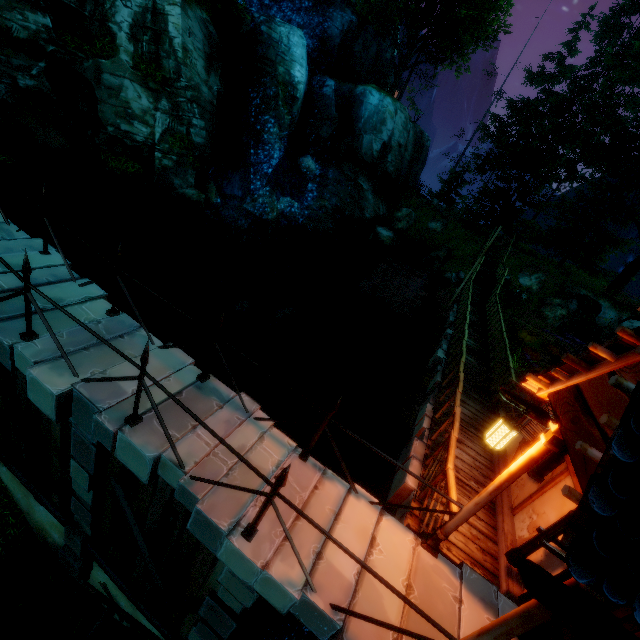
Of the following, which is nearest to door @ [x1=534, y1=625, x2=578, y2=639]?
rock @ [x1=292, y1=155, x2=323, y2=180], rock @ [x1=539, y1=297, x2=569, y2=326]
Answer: rock @ [x1=539, y1=297, x2=569, y2=326]

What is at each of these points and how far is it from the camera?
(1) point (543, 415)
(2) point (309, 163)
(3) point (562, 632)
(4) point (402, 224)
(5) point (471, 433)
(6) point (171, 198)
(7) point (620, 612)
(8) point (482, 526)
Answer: (1) gutter, 4.06m
(2) rock, 23.50m
(3) door, 3.83m
(4) rock, 28.95m
(5) wooden platform, 7.97m
(6) rock, 14.88m
(7) door, 3.41m
(8) wooden platform, 5.76m

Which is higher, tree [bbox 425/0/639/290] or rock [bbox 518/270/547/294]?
tree [bbox 425/0/639/290]

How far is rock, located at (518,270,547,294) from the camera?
22.6 meters

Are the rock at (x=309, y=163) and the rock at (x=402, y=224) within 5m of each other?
no

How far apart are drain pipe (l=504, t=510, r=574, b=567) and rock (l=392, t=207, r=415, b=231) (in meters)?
27.20

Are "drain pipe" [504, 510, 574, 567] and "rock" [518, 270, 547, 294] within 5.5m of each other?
no

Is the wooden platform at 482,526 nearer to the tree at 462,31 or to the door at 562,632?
the door at 562,632
